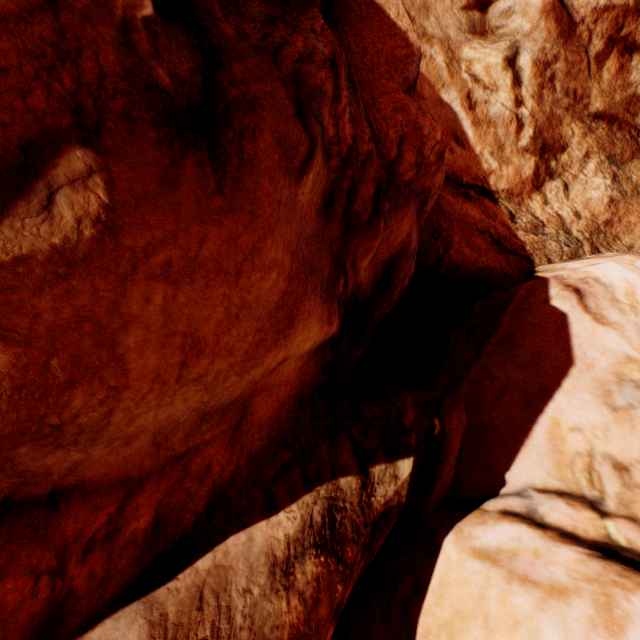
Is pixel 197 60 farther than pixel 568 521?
No
